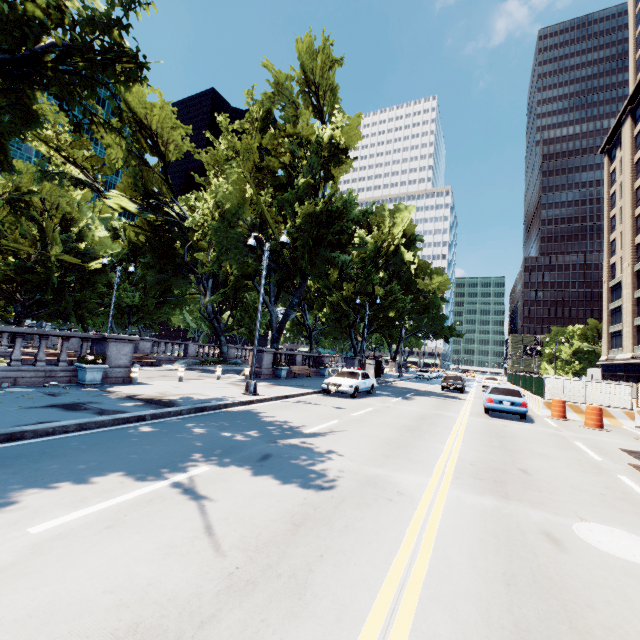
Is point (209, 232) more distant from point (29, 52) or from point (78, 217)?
point (78, 217)

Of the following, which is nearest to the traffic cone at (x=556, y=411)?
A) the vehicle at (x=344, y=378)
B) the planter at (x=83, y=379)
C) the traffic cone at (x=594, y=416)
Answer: the traffic cone at (x=594, y=416)

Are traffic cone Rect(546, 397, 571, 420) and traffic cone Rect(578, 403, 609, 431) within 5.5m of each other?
yes

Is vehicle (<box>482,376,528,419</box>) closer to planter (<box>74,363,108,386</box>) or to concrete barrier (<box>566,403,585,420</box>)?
concrete barrier (<box>566,403,585,420</box>)

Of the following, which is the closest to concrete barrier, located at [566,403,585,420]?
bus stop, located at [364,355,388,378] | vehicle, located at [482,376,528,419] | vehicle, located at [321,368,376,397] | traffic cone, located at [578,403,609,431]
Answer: vehicle, located at [482,376,528,419]

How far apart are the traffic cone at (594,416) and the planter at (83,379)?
21.0 meters

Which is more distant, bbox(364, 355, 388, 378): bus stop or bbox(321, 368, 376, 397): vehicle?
bbox(364, 355, 388, 378): bus stop

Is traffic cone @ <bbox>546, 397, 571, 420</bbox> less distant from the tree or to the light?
the tree
